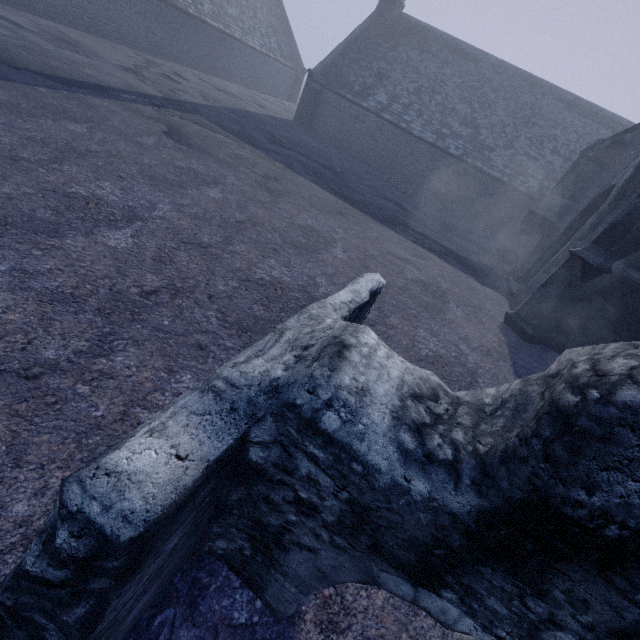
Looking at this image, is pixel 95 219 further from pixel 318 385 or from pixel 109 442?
pixel 318 385
